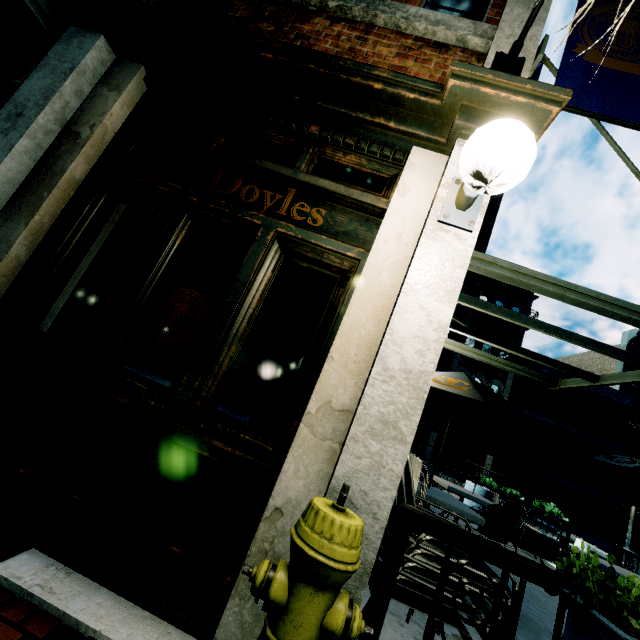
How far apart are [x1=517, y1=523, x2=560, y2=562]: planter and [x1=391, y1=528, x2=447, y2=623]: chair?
7.5 meters

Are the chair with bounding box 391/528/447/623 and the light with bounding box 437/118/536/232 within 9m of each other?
Answer: yes

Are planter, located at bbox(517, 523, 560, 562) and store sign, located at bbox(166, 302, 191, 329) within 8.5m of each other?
no

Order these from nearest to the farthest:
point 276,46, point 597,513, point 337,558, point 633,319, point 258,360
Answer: point 337,558, point 276,46, point 633,319, point 258,360, point 597,513

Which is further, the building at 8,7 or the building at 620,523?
the building at 620,523

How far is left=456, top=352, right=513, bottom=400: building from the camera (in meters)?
17.34

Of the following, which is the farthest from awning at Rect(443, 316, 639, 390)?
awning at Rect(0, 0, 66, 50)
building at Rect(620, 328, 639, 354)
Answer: building at Rect(620, 328, 639, 354)

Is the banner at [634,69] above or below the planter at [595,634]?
above
